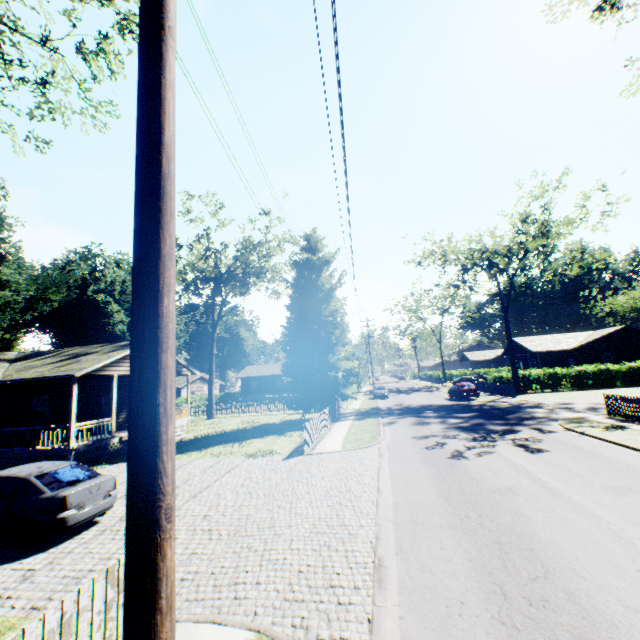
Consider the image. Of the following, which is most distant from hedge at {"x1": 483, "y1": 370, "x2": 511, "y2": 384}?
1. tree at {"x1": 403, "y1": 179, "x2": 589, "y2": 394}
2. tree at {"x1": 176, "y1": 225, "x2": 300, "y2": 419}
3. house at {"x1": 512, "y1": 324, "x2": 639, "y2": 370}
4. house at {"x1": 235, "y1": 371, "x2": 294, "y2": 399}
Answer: tree at {"x1": 176, "y1": 225, "x2": 300, "y2": 419}

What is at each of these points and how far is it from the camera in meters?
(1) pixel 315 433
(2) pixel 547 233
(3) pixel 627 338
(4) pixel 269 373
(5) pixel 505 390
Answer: (1) fence, 17.3
(2) tree, 30.3
(3) house, 38.7
(4) house, 59.5
(5) fence, 31.5

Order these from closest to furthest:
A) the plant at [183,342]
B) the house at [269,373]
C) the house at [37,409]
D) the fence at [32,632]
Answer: the fence at [32,632], the house at [37,409], the plant at [183,342], the house at [269,373]

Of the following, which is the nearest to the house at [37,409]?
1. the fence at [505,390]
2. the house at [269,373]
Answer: the fence at [505,390]

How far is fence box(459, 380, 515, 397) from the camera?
30.1m

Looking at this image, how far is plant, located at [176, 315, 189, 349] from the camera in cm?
5009

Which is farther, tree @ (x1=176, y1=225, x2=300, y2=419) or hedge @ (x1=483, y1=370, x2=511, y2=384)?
hedge @ (x1=483, y1=370, x2=511, y2=384)
